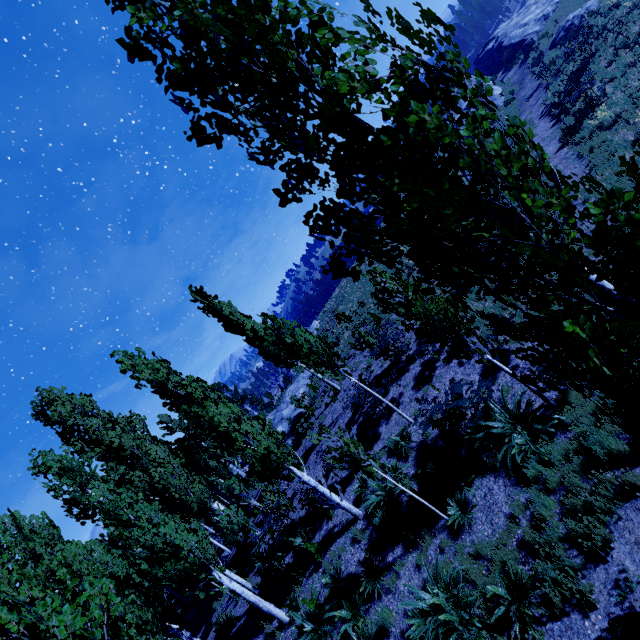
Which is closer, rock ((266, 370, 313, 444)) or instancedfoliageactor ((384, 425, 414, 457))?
instancedfoliageactor ((384, 425, 414, 457))

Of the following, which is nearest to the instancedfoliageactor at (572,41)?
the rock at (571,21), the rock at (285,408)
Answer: the rock at (285,408)

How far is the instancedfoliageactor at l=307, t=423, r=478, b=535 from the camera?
7.7m

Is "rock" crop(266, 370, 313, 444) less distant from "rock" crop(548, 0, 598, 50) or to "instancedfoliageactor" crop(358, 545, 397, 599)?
"instancedfoliageactor" crop(358, 545, 397, 599)

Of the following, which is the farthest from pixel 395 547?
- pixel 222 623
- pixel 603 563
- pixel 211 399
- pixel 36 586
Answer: pixel 222 623
